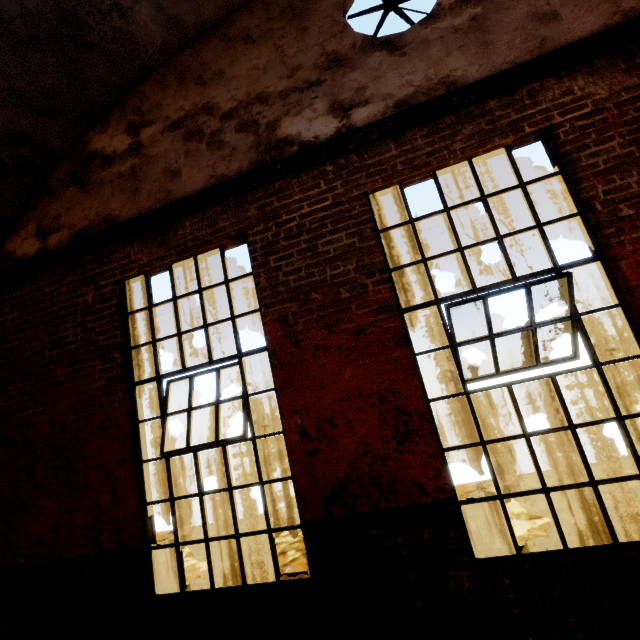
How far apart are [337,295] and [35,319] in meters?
4.0

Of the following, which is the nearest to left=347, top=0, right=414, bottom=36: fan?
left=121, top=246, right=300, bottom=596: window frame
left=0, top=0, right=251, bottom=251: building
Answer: left=0, top=0, right=251, bottom=251: building

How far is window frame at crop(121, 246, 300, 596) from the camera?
3.19m

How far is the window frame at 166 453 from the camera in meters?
3.2

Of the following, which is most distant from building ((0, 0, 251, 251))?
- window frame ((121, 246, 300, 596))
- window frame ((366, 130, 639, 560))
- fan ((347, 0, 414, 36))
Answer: window frame ((366, 130, 639, 560))

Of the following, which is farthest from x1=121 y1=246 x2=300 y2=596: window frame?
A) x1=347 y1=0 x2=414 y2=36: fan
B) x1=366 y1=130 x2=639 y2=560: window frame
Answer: x1=347 y1=0 x2=414 y2=36: fan

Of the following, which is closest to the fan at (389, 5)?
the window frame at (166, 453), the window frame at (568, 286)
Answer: the window frame at (568, 286)

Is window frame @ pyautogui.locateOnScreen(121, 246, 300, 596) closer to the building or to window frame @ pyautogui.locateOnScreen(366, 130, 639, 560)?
window frame @ pyautogui.locateOnScreen(366, 130, 639, 560)
